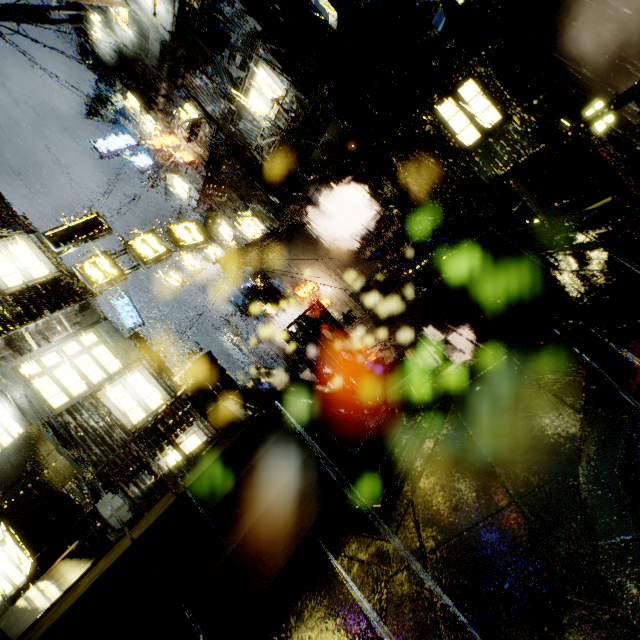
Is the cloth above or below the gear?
above

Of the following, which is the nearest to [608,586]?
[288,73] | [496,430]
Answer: [496,430]

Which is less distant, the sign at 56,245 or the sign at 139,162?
the sign at 56,245

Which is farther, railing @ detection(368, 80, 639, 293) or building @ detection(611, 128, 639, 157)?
building @ detection(611, 128, 639, 157)

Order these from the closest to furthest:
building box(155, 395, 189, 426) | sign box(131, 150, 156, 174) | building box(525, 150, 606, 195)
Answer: building box(155, 395, 189, 426) < building box(525, 150, 606, 195) < sign box(131, 150, 156, 174)

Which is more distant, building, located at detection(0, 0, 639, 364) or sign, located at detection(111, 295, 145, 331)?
sign, located at detection(111, 295, 145, 331)

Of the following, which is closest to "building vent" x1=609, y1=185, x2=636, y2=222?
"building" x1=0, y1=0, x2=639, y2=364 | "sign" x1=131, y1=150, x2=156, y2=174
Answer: "building" x1=0, y1=0, x2=639, y2=364

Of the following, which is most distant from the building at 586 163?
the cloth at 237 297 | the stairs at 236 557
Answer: the stairs at 236 557
